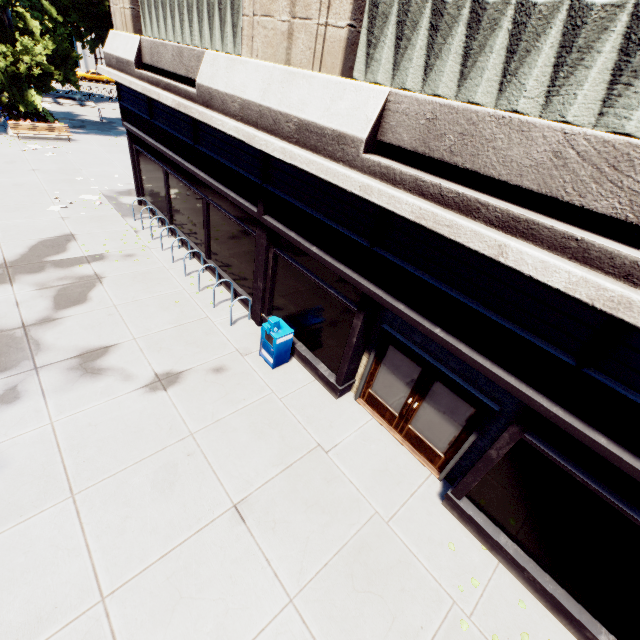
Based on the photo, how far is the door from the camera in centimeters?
575cm

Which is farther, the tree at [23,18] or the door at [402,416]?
the tree at [23,18]

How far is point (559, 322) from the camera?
3.8m

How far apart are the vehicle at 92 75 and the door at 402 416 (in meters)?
62.92

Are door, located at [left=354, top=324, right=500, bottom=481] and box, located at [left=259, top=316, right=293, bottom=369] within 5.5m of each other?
yes

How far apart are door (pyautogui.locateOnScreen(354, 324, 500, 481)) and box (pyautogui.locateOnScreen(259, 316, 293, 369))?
1.87m

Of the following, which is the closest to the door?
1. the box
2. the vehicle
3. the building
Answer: the building

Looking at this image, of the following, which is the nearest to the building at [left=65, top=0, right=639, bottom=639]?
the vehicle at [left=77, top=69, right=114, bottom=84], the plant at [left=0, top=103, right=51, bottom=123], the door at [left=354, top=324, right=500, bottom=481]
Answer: the door at [left=354, top=324, right=500, bottom=481]
